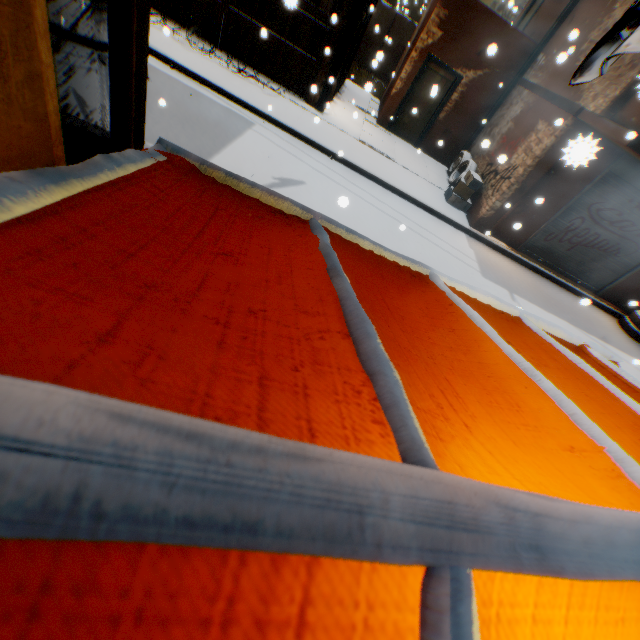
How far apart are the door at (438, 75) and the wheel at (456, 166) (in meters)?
0.39

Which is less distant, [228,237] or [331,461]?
[331,461]

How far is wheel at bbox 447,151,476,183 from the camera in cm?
1073

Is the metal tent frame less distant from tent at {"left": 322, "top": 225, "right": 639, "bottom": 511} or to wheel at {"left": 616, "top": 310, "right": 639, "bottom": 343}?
tent at {"left": 322, "top": 225, "right": 639, "bottom": 511}

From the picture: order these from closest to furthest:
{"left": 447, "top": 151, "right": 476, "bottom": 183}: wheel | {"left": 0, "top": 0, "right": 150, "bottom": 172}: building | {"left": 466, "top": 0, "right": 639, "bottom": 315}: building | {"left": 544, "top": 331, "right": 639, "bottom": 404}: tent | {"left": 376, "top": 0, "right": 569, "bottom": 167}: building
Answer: {"left": 0, "top": 0, "right": 150, "bottom": 172}: building, {"left": 544, "top": 331, "right": 639, "bottom": 404}: tent, {"left": 466, "top": 0, "right": 639, "bottom": 315}: building, {"left": 376, "top": 0, "right": 569, "bottom": 167}: building, {"left": 447, "top": 151, "right": 476, "bottom": 183}: wheel

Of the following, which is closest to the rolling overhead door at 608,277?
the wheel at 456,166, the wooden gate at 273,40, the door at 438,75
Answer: the wooden gate at 273,40

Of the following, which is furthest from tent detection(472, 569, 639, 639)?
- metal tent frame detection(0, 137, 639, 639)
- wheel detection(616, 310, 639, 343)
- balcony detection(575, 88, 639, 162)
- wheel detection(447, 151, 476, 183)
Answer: wheel detection(616, 310, 639, 343)

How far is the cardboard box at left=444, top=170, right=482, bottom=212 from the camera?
9.4m
